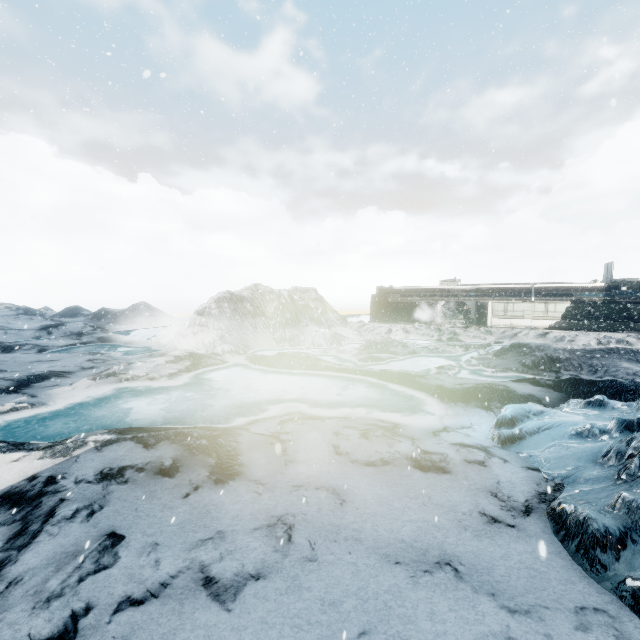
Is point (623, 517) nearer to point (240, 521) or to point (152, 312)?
point (240, 521)
